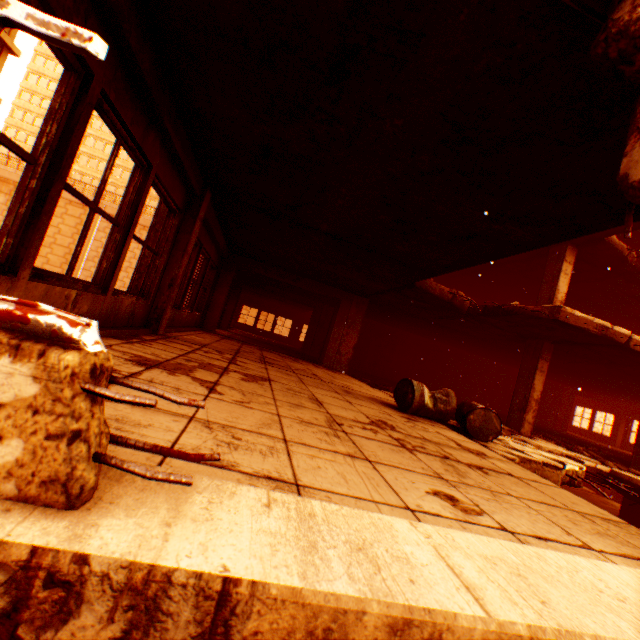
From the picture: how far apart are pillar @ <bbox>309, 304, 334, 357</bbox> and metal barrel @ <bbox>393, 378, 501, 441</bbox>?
10.50m

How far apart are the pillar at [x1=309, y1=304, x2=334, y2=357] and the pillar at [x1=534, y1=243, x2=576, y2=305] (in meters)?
8.52

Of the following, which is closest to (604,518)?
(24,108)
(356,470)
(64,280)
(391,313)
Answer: (356,470)

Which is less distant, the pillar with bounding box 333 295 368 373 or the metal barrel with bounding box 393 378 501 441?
the metal barrel with bounding box 393 378 501 441

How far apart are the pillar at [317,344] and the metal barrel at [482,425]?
10.50m

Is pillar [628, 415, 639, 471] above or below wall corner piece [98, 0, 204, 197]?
below

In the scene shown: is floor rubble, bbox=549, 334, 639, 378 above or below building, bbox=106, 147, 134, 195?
below

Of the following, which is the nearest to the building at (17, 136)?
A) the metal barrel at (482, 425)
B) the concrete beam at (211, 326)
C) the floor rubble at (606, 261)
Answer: the concrete beam at (211, 326)
